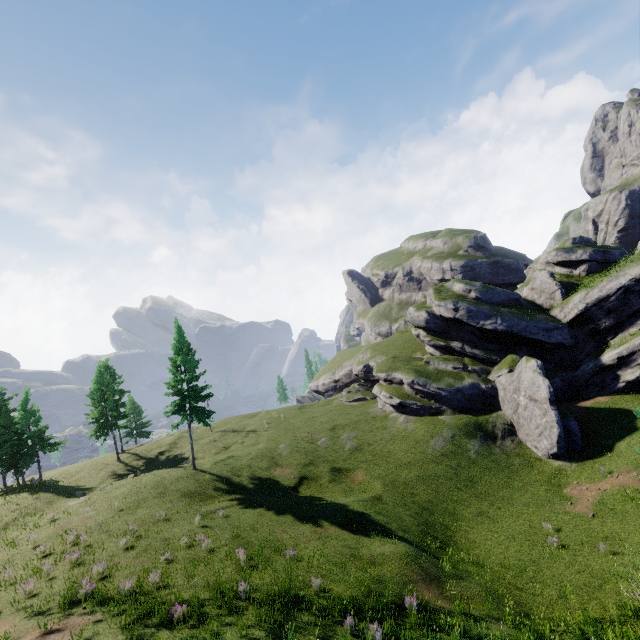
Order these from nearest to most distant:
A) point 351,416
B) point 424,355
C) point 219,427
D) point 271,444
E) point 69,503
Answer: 1. point 69,503
2. point 271,444
3. point 351,416
4. point 424,355
5. point 219,427
